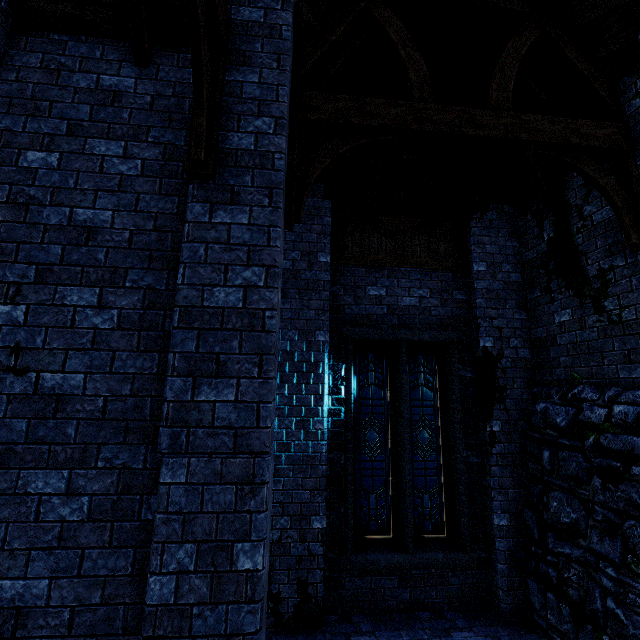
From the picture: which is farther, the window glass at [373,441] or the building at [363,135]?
the window glass at [373,441]

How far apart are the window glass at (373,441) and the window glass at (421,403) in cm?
20

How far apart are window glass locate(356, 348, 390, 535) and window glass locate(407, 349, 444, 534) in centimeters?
20cm

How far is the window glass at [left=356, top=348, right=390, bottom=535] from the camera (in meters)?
5.72

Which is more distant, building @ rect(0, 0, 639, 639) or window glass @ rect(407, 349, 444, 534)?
window glass @ rect(407, 349, 444, 534)

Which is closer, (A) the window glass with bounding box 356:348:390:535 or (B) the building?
(B) the building

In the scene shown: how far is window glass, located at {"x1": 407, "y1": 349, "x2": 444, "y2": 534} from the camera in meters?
5.8

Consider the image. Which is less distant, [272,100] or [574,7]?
[272,100]
